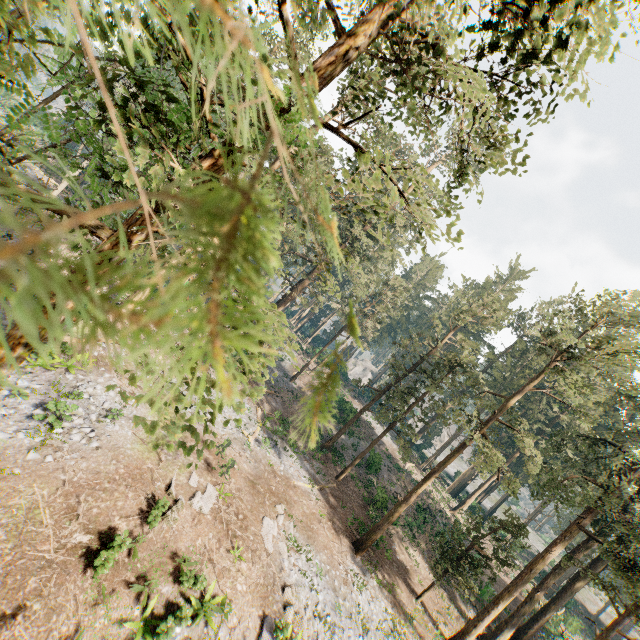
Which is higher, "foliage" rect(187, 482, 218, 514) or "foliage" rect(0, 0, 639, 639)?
"foliage" rect(0, 0, 639, 639)

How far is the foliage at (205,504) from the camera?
14.5 meters

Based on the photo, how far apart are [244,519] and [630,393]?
24.4m

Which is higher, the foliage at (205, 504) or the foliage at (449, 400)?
the foliage at (449, 400)

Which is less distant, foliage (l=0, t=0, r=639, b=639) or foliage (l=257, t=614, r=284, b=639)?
foliage (l=0, t=0, r=639, b=639)

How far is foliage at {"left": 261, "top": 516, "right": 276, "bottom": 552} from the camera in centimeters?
Result: 1611cm

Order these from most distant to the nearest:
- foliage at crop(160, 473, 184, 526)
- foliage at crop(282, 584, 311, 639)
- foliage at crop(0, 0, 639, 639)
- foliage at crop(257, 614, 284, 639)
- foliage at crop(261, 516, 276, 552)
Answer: foliage at crop(261, 516, 276, 552)
foliage at crop(282, 584, 311, 639)
foliage at crop(160, 473, 184, 526)
foliage at crop(257, 614, 284, 639)
foliage at crop(0, 0, 639, 639)
